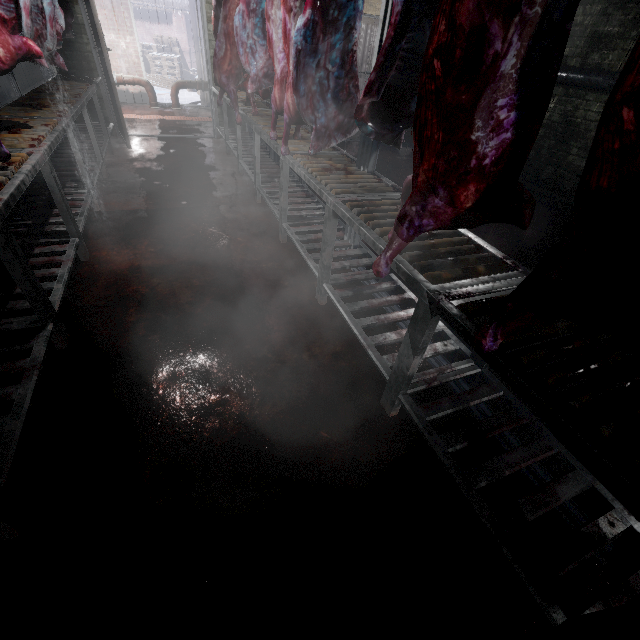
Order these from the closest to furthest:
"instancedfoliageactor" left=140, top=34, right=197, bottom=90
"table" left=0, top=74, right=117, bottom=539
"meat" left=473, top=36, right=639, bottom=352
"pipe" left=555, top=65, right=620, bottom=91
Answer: "meat" left=473, top=36, right=639, bottom=352 < "table" left=0, top=74, right=117, bottom=539 < "pipe" left=555, top=65, right=620, bottom=91 < "instancedfoliageactor" left=140, top=34, right=197, bottom=90

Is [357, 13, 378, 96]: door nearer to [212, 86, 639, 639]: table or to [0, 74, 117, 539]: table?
[212, 86, 639, 639]: table

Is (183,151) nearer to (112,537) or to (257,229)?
(257,229)

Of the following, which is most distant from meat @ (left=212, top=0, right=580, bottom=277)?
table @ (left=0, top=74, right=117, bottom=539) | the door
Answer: the door

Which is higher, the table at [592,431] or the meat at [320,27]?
the meat at [320,27]

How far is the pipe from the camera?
3.76m

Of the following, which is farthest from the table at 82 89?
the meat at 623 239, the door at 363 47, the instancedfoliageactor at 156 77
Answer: the instancedfoliageactor at 156 77

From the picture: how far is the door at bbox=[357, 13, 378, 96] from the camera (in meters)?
5.61
